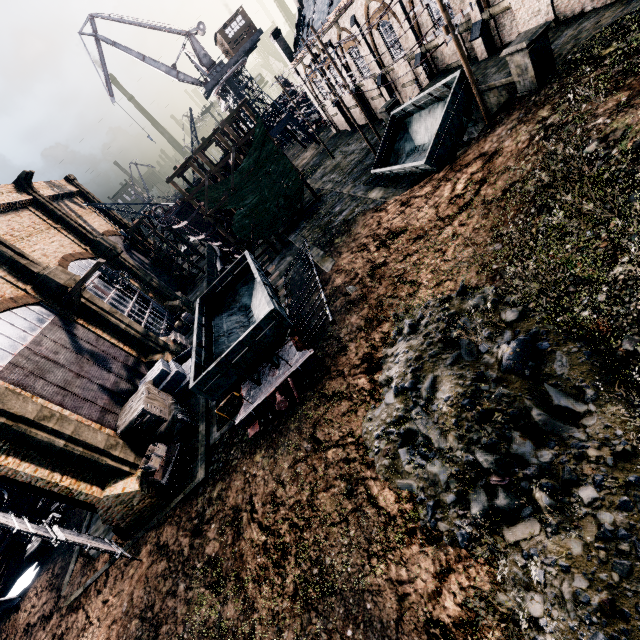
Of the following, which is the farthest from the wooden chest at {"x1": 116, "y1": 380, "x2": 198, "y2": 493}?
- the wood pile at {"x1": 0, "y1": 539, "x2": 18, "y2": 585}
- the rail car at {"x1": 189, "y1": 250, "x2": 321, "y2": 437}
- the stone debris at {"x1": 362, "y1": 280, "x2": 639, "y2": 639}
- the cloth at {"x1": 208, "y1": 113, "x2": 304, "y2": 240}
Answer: the wood pile at {"x1": 0, "y1": 539, "x2": 18, "y2": 585}

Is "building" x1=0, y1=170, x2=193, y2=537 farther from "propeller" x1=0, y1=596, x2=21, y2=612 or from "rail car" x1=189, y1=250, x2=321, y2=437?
"propeller" x1=0, y1=596, x2=21, y2=612

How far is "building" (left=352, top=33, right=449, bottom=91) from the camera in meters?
21.9

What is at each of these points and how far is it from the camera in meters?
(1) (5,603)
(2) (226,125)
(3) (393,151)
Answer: (1) propeller, 19.1
(2) wooden scaffolding, 25.5
(3) rail car container, 22.4

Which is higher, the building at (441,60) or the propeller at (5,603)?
the building at (441,60)

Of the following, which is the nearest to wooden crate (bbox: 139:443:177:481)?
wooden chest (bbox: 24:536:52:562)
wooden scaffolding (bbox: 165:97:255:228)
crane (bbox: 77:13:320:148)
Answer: wooden chest (bbox: 24:536:52:562)

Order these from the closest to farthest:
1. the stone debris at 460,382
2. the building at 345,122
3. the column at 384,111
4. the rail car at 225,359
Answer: the stone debris at 460,382
the rail car at 225,359
the column at 384,111
the building at 345,122
